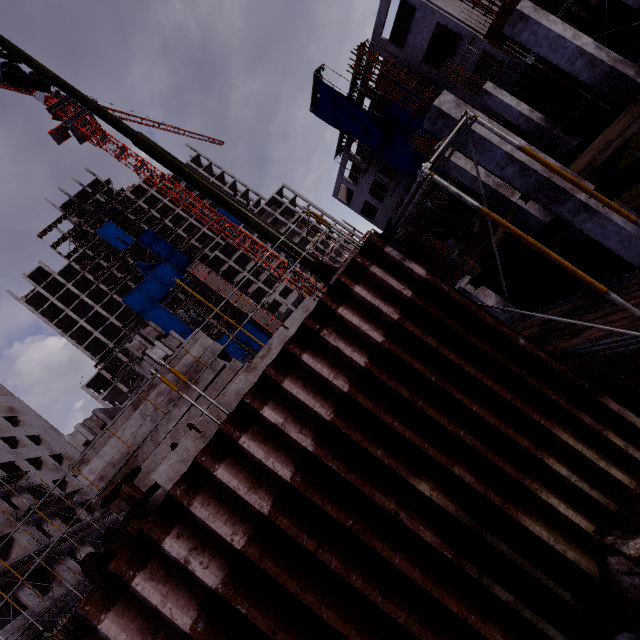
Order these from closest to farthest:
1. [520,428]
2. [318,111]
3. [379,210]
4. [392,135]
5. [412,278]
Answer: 1. [520,428]
2. [412,278]
3. [392,135]
4. [318,111]
5. [379,210]

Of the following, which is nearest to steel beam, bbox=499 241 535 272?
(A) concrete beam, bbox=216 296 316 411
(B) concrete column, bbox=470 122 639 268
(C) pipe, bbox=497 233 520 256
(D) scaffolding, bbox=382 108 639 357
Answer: (B) concrete column, bbox=470 122 639 268

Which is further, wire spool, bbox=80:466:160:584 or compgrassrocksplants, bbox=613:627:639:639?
wire spool, bbox=80:466:160:584

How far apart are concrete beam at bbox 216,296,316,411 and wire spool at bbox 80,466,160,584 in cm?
100

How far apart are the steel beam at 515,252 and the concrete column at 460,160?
4.47m

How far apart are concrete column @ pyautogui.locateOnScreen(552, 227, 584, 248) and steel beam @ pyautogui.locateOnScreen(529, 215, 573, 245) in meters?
4.5 m

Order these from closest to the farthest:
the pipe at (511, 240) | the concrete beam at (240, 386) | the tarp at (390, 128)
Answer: the concrete beam at (240, 386)
the pipe at (511, 240)
the tarp at (390, 128)

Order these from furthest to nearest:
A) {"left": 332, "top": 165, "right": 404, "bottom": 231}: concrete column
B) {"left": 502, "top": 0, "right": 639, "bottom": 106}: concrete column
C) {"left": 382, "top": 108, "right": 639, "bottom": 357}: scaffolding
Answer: {"left": 332, "top": 165, "right": 404, "bottom": 231}: concrete column < {"left": 502, "top": 0, "right": 639, "bottom": 106}: concrete column < {"left": 382, "top": 108, "right": 639, "bottom": 357}: scaffolding
